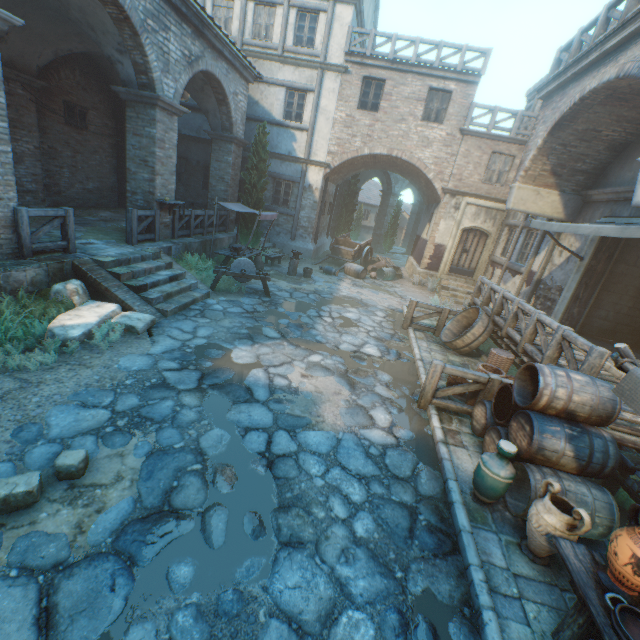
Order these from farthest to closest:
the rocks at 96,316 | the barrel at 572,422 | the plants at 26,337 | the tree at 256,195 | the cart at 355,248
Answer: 1. the cart at 355,248
2. the tree at 256,195
3. the rocks at 96,316
4. the plants at 26,337
5. the barrel at 572,422

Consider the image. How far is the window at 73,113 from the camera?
11.9 meters

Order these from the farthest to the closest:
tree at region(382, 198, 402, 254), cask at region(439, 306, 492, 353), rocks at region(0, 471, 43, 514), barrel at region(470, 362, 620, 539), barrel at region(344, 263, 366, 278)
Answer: tree at region(382, 198, 402, 254) < barrel at region(344, 263, 366, 278) < cask at region(439, 306, 492, 353) < barrel at region(470, 362, 620, 539) < rocks at region(0, 471, 43, 514)

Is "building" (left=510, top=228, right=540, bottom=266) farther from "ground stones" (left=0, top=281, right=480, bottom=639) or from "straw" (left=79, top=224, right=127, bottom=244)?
"ground stones" (left=0, top=281, right=480, bottom=639)

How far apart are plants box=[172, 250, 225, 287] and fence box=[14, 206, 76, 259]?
2.5 meters

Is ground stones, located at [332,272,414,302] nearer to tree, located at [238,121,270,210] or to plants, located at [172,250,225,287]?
plants, located at [172,250,225,287]

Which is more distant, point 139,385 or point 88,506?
point 139,385

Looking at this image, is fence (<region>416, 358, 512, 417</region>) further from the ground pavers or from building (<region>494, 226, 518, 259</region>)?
the ground pavers
